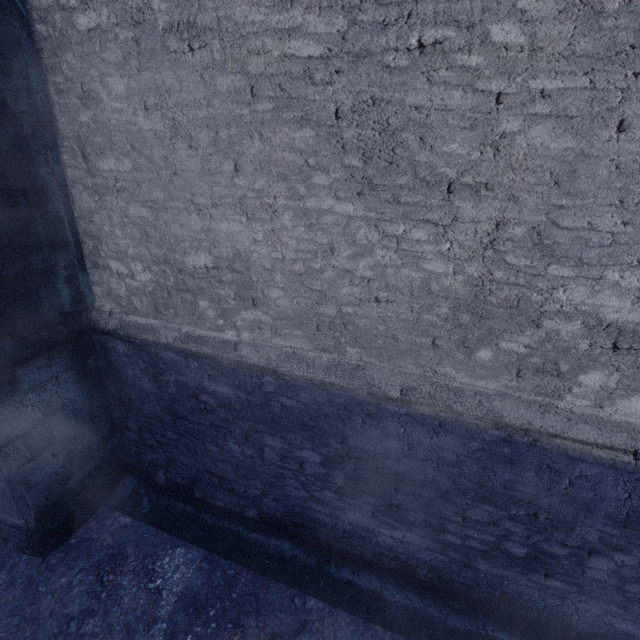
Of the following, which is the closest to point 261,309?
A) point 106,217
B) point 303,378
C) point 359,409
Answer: point 303,378
